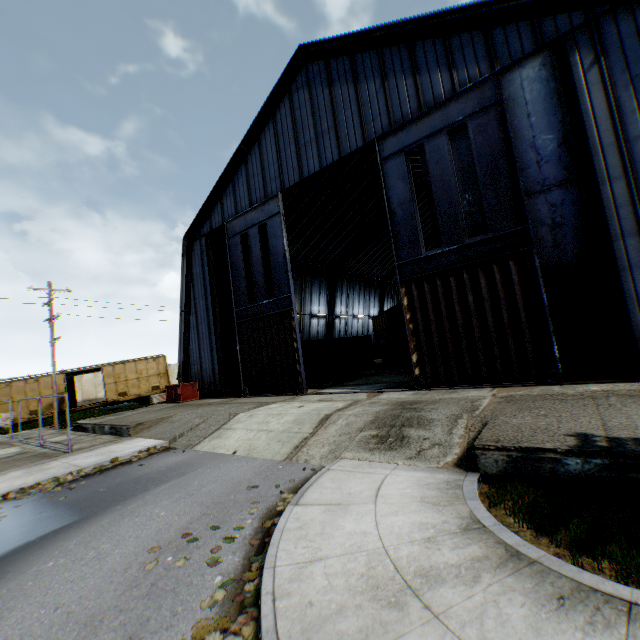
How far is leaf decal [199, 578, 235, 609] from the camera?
3.61m

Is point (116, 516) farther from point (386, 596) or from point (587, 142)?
point (587, 142)

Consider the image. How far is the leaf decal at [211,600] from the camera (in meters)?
3.61

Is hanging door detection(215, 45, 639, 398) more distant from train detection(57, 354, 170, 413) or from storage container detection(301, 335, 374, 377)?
train detection(57, 354, 170, 413)

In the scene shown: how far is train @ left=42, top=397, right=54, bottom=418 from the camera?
25.86m

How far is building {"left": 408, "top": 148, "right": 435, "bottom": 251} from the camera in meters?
26.2

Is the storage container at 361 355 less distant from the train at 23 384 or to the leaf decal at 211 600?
the train at 23 384
